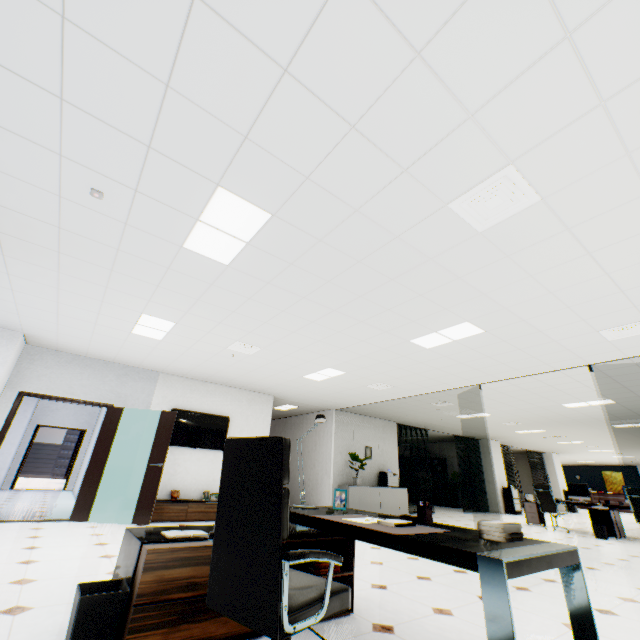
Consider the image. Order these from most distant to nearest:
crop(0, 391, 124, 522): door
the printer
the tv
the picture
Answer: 1. the picture
2. the printer
3. the tv
4. crop(0, 391, 124, 522): door

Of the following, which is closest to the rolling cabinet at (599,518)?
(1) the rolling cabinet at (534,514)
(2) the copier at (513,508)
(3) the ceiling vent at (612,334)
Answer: (1) the rolling cabinet at (534,514)

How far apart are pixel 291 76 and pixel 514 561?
2.60m

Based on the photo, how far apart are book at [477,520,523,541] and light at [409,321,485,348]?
2.91m

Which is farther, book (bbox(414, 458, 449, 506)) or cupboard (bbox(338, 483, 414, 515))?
book (bbox(414, 458, 449, 506))

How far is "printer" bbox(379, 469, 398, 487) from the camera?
10.4m

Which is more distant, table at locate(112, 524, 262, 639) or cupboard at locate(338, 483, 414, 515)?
cupboard at locate(338, 483, 414, 515)

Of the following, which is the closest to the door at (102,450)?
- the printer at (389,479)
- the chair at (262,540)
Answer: the chair at (262,540)
